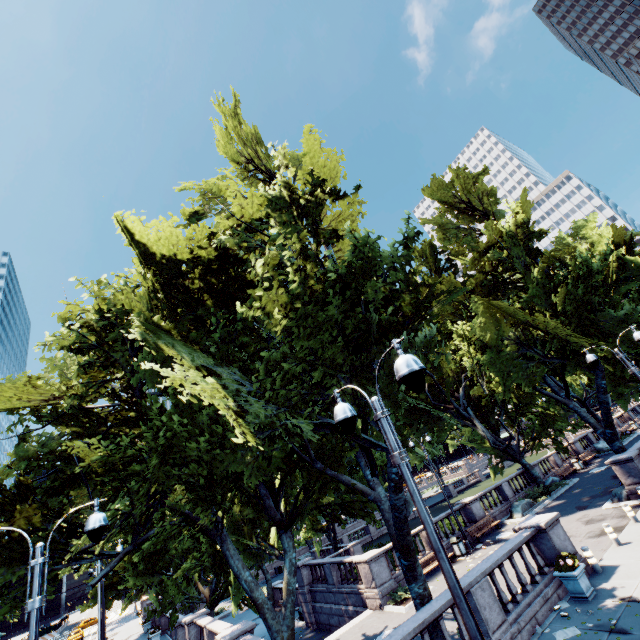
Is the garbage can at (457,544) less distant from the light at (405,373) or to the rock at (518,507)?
the rock at (518,507)

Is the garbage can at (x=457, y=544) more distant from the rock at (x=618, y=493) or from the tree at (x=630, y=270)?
the rock at (x=618, y=493)

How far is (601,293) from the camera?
22.6m

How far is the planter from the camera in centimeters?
1094cm

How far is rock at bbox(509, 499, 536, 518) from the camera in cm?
2356

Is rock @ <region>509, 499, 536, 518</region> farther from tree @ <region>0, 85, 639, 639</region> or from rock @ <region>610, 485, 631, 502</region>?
rock @ <region>610, 485, 631, 502</region>

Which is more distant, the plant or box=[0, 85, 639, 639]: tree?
the plant

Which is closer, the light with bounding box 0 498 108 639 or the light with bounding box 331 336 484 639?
the light with bounding box 331 336 484 639
